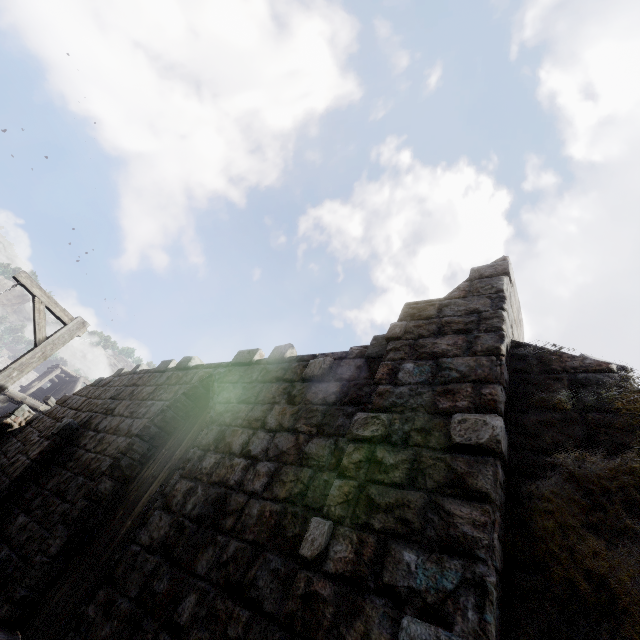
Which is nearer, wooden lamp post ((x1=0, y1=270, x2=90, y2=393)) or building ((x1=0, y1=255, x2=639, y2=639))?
building ((x1=0, y1=255, x2=639, y2=639))

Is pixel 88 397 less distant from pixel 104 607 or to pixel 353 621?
pixel 104 607

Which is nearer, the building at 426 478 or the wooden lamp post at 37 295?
the building at 426 478
